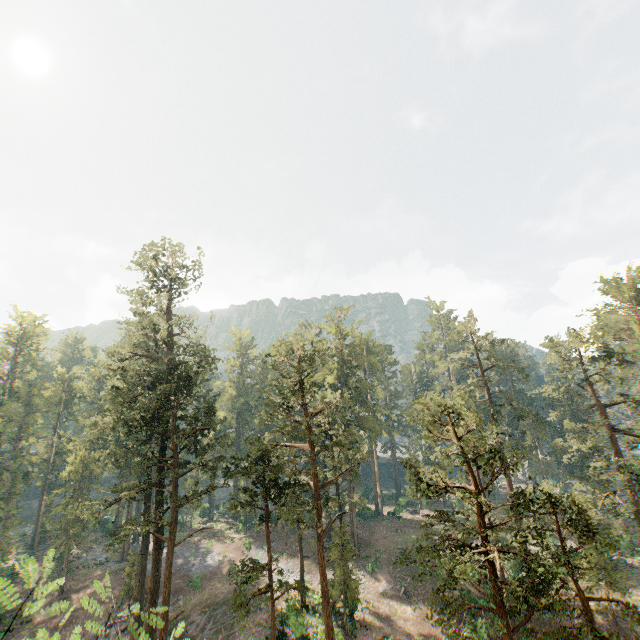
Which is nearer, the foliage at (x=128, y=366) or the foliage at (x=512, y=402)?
the foliage at (x=512, y=402)

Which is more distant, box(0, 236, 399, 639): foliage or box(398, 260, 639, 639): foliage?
box(0, 236, 399, 639): foliage

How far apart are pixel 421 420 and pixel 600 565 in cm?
2772
